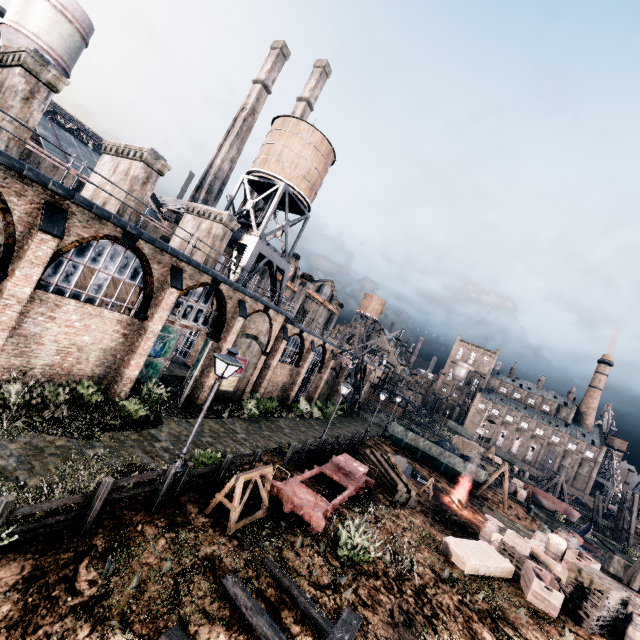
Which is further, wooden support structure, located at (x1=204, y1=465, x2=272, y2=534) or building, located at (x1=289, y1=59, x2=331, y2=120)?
building, located at (x1=289, y1=59, x2=331, y2=120)

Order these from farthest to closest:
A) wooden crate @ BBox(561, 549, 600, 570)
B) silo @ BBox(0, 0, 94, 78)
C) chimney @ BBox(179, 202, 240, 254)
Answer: silo @ BBox(0, 0, 94, 78)
chimney @ BBox(179, 202, 240, 254)
wooden crate @ BBox(561, 549, 600, 570)

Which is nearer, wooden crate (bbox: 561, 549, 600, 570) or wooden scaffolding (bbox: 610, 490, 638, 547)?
wooden crate (bbox: 561, 549, 600, 570)

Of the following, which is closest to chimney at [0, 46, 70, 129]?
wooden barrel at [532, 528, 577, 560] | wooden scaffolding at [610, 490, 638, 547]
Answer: wooden barrel at [532, 528, 577, 560]

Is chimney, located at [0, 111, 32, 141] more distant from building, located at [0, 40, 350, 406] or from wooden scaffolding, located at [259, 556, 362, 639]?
wooden scaffolding, located at [259, 556, 362, 639]

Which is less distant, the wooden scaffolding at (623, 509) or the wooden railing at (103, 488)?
the wooden railing at (103, 488)

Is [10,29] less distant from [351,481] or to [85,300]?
[85,300]

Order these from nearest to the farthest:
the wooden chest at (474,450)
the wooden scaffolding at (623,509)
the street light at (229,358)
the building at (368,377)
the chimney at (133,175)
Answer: the street light at (229,358) → the chimney at (133,175) → the wooden scaffolding at (623,509) → the wooden chest at (474,450) → the building at (368,377)
